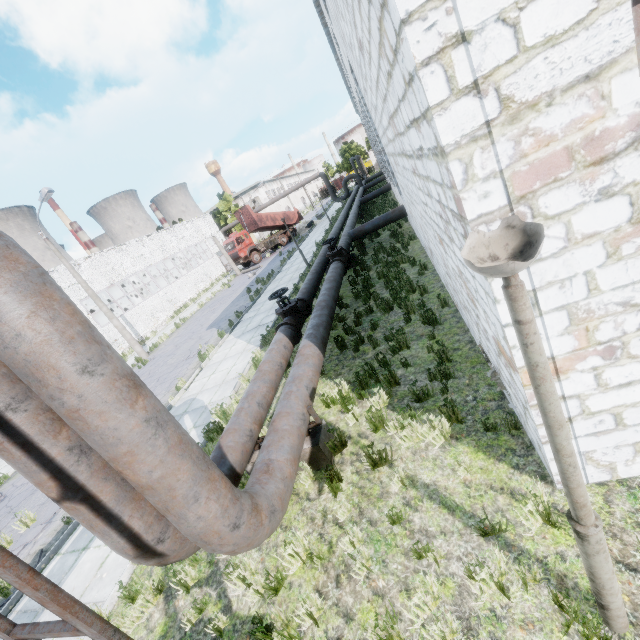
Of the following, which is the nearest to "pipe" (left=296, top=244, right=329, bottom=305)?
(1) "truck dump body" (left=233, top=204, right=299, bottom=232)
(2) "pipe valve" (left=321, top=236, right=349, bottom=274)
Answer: (2) "pipe valve" (left=321, top=236, right=349, bottom=274)

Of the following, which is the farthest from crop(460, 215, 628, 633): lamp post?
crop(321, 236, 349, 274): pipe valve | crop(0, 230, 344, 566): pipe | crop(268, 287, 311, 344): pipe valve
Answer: crop(321, 236, 349, 274): pipe valve

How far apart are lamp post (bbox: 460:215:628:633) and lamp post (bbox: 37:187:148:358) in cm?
2166

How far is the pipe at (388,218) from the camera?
15.44m

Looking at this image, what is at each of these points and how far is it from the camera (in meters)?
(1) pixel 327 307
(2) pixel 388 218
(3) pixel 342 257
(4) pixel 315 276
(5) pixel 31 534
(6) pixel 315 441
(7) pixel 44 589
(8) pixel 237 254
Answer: (1) pipe, 8.39
(2) pipe, 15.51
(3) pipe valve, 12.50
(4) pipe, 11.98
(5) asphalt debris, 8.18
(6) pipe holder, 5.21
(7) pipe holder, 1.94
(8) truck, 33.50

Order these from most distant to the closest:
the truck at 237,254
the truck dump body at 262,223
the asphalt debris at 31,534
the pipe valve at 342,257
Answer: the truck dump body at 262,223
the truck at 237,254
the pipe valve at 342,257
the asphalt debris at 31,534

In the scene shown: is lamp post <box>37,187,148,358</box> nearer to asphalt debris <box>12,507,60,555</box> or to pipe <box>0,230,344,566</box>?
asphalt debris <box>12,507,60,555</box>

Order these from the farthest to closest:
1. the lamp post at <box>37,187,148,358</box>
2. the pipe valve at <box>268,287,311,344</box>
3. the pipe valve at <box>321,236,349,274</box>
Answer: the lamp post at <box>37,187,148,358</box> < the pipe valve at <box>321,236,349,274</box> < the pipe valve at <box>268,287,311,344</box>
